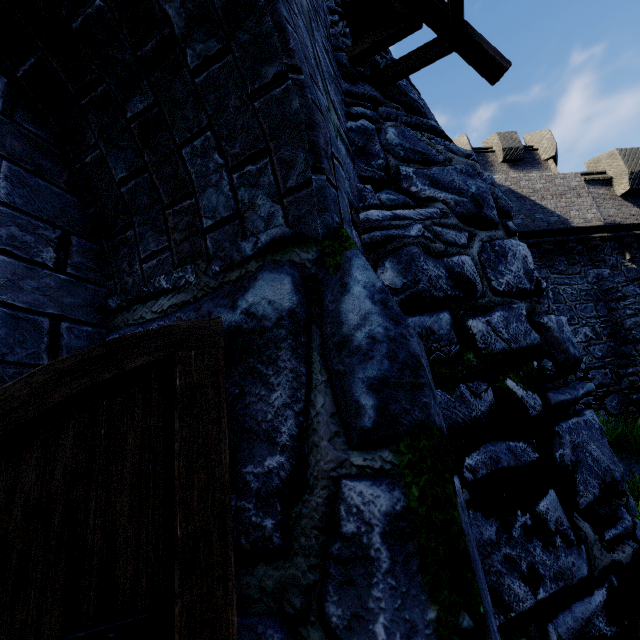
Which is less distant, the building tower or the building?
the building

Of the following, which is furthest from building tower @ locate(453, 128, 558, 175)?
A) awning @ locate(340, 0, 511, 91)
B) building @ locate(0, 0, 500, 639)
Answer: awning @ locate(340, 0, 511, 91)

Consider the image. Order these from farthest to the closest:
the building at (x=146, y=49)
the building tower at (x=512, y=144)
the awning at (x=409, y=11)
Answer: the building tower at (x=512, y=144), the awning at (x=409, y=11), the building at (x=146, y=49)

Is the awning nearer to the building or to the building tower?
the building

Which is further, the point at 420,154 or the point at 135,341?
the point at 420,154

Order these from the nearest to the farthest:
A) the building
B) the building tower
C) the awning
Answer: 1. the building
2. the awning
3. the building tower

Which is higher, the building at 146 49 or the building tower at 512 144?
the building tower at 512 144
